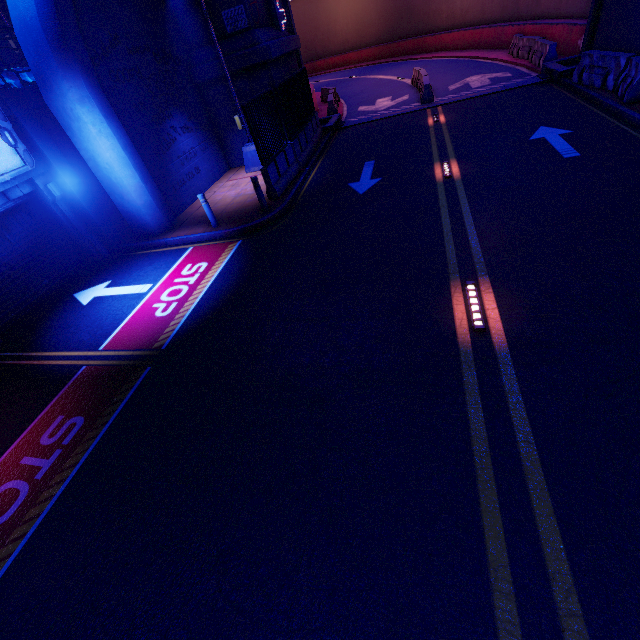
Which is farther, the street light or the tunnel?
the tunnel

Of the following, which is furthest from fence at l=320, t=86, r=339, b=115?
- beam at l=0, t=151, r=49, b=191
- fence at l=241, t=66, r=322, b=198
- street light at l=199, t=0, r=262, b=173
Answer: beam at l=0, t=151, r=49, b=191

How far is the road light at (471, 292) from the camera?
4.9 meters

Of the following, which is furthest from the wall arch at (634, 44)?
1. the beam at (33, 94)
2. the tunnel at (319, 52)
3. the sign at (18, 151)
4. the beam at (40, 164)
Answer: the sign at (18, 151)

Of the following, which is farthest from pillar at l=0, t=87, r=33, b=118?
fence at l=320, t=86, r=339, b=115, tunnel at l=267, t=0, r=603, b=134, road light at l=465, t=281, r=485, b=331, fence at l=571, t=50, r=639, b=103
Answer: fence at l=571, t=50, r=639, b=103

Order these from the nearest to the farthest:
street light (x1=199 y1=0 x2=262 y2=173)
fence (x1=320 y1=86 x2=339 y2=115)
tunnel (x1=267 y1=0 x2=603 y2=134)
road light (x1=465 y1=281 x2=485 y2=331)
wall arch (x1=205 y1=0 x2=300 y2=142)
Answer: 1. road light (x1=465 y1=281 x2=485 y2=331)
2. street light (x1=199 y1=0 x2=262 y2=173)
3. wall arch (x1=205 y1=0 x2=300 y2=142)
4. tunnel (x1=267 y1=0 x2=603 y2=134)
5. fence (x1=320 y1=86 x2=339 y2=115)

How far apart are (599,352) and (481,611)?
3.44m

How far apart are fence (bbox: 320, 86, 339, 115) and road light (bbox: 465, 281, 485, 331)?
20.1m
